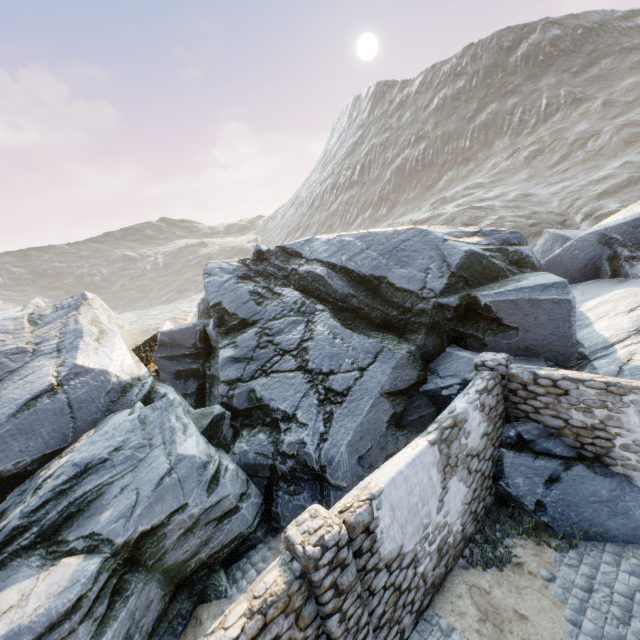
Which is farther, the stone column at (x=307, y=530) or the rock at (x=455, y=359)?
the rock at (x=455, y=359)

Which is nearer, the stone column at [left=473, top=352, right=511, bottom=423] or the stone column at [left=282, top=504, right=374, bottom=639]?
the stone column at [left=282, top=504, right=374, bottom=639]

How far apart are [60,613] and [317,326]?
8.3 meters

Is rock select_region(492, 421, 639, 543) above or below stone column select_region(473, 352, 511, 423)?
below

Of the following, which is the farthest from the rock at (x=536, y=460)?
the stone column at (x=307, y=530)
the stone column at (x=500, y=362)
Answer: the stone column at (x=307, y=530)

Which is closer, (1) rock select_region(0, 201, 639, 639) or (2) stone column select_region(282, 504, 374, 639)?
(2) stone column select_region(282, 504, 374, 639)

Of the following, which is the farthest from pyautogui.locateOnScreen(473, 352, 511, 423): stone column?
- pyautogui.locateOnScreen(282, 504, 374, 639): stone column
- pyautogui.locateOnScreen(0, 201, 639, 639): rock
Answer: pyautogui.locateOnScreen(282, 504, 374, 639): stone column

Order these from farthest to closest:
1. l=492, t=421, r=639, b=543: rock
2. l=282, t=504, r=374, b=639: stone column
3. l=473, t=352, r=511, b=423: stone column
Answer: l=473, t=352, r=511, b=423: stone column, l=492, t=421, r=639, b=543: rock, l=282, t=504, r=374, b=639: stone column
